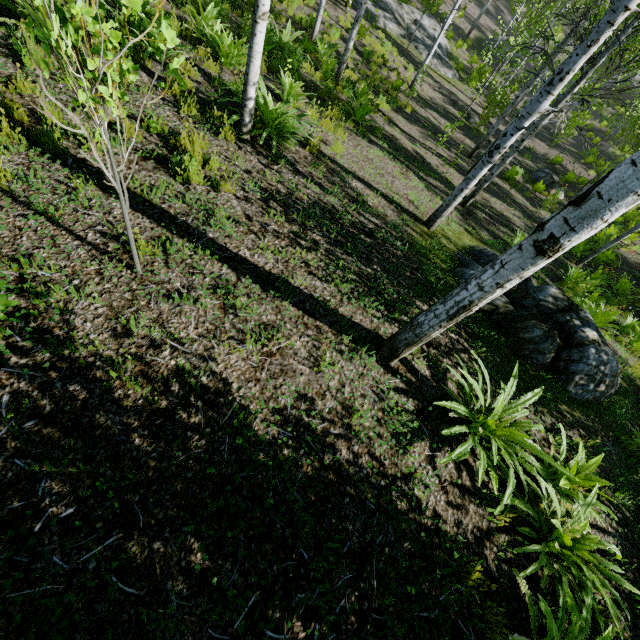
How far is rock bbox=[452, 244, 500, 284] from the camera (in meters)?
5.75

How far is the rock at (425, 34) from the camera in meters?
19.1 m

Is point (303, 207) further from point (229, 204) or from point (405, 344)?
point (405, 344)

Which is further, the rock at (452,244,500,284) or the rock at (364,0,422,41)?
the rock at (364,0,422,41)

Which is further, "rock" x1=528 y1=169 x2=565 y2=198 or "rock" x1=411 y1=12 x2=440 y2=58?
"rock" x1=411 y1=12 x2=440 y2=58

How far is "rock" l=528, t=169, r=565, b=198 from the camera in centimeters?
1533cm

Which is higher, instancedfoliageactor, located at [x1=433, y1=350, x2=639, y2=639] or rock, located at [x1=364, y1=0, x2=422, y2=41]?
instancedfoliageactor, located at [x1=433, y1=350, x2=639, y2=639]

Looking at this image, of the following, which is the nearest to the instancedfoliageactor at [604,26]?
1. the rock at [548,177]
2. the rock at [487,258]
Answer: the rock at [487,258]
